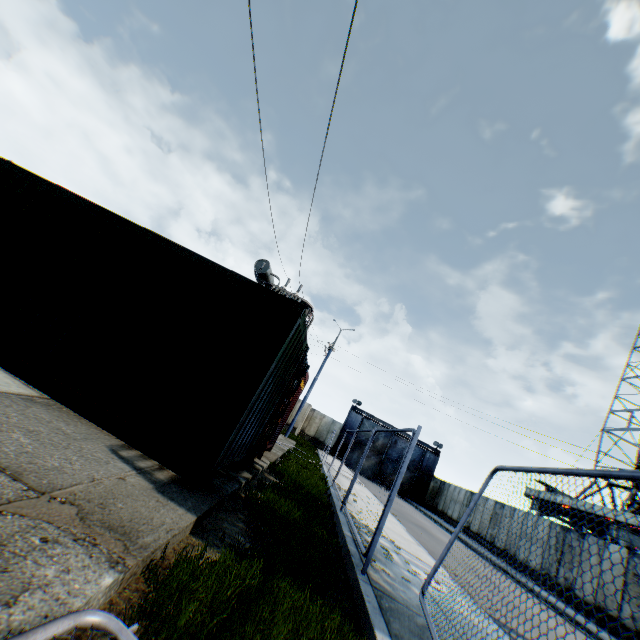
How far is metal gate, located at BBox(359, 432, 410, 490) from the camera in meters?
35.2 m

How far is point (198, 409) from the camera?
4.73m

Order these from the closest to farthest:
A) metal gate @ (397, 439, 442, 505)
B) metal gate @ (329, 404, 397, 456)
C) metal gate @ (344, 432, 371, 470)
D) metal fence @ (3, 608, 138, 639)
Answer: metal fence @ (3, 608, 138, 639), metal gate @ (397, 439, 442, 505), metal gate @ (344, 432, 371, 470), metal gate @ (329, 404, 397, 456)

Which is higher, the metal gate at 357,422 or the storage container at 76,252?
the metal gate at 357,422

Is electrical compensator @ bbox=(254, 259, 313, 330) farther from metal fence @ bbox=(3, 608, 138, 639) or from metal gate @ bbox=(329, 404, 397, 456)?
metal gate @ bbox=(329, 404, 397, 456)

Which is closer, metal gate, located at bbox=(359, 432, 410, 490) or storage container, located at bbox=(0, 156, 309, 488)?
storage container, located at bbox=(0, 156, 309, 488)

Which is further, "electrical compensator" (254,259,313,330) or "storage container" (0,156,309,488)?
"electrical compensator" (254,259,313,330)

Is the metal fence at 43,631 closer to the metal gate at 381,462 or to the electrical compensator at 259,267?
the electrical compensator at 259,267
